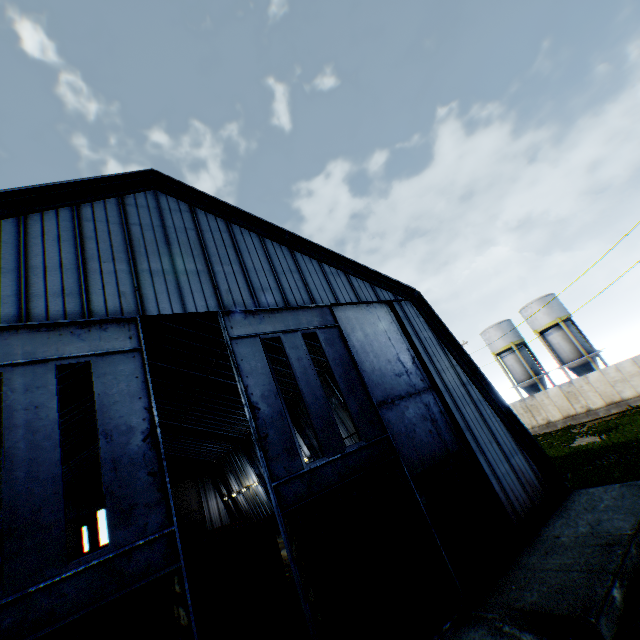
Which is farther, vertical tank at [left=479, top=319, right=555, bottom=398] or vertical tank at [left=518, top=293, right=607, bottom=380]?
vertical tank at [left=479, top=319, right=555, bottom=398]

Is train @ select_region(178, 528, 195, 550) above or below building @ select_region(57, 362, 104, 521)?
below

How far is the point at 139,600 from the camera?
6.2 meters

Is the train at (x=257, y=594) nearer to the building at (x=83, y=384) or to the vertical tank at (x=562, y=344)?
the building at (x=83, y=384)

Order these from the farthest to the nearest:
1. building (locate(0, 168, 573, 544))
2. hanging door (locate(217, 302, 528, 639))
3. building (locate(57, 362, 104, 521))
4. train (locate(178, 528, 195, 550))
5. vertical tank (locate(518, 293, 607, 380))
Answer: vertical tank (locate(518, 293, 607, 380)) → train (locate(178, 528, 195, 550)) → building (locate(57, 362, 104, 521)) → building (locate(0, 168, 573, 544)) → hanging door (locate(217, 302, 528, 639))

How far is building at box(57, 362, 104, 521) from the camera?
20.0 meters

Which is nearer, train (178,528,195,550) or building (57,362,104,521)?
building (57,362,104,521)

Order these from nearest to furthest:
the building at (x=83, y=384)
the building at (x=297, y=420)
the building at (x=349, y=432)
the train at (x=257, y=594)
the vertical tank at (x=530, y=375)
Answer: the train at (x=257, y=594)
the building at (x=83, y=384)
the building at (x=349, y=432)
the building at (x=297, y=420)
the vertical tank at (x=530, y=375)
